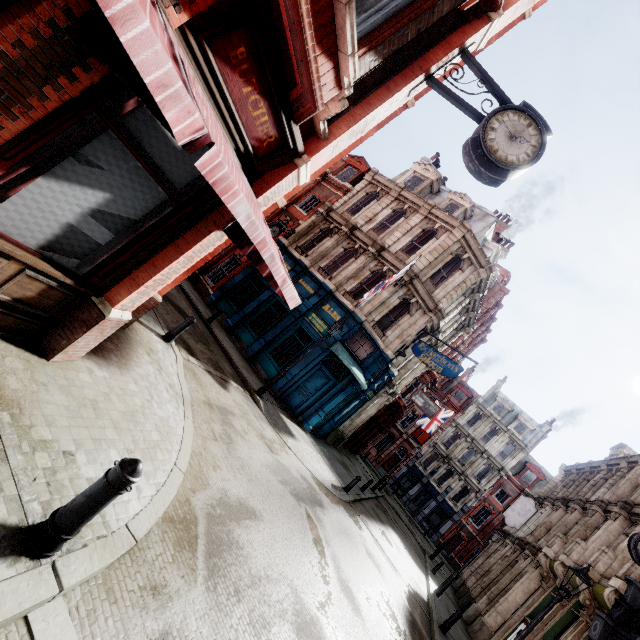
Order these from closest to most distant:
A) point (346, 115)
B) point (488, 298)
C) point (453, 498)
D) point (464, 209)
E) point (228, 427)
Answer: point (346, 115) → point (228, 427) → point (464, 209) → point (488, 298) → point (453, 498)

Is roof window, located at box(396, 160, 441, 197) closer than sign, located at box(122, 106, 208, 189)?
No

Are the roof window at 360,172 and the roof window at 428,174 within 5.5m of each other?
yes

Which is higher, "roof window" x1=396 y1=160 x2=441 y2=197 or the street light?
"roof window" x1=396 y1=160 x2=441 y2=197

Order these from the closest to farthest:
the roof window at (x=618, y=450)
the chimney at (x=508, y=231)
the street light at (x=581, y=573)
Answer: the street light at (x=581, y=573) < the roof window at (x=618, y=450) < the chimney at (x=508, y=231)

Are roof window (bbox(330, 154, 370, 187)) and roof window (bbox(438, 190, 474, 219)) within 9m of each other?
yes

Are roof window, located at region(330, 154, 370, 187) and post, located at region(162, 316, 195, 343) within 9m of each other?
no

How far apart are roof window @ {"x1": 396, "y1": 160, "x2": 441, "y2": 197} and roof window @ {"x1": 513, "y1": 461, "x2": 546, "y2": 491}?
36.4 meters
